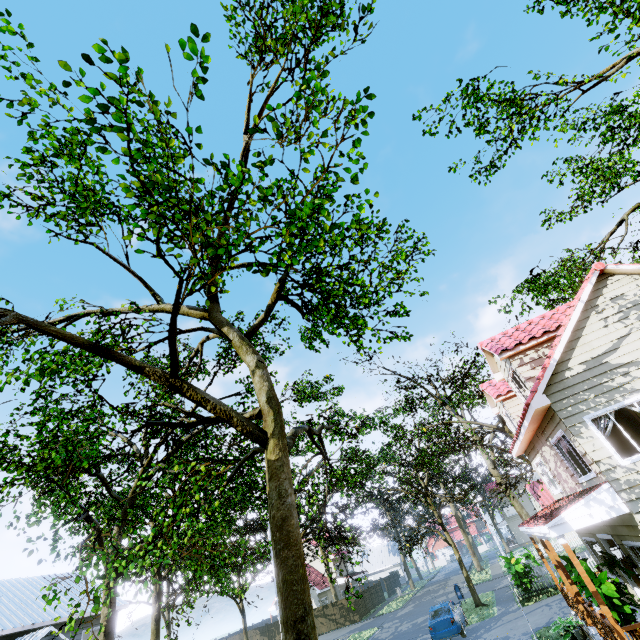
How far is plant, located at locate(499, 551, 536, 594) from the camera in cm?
1881

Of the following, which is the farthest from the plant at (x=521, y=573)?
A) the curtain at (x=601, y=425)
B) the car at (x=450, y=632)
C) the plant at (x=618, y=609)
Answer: the curtain at (x=601, y=425)

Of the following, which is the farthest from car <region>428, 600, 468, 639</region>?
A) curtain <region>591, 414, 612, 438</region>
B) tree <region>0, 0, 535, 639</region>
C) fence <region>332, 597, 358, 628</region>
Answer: curtain <region>591, 414, 612, 438</region>

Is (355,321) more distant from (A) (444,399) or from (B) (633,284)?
(A) (444,399)

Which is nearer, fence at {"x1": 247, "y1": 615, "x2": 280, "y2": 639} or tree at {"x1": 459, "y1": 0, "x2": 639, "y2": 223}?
tree at {"x1": 459, "y1": 0, "x2": 639, "y2": 223}

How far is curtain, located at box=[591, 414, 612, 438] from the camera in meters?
9.1 m

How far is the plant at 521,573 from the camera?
18.8 meters

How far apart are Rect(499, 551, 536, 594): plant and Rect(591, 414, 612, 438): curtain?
15.1m
